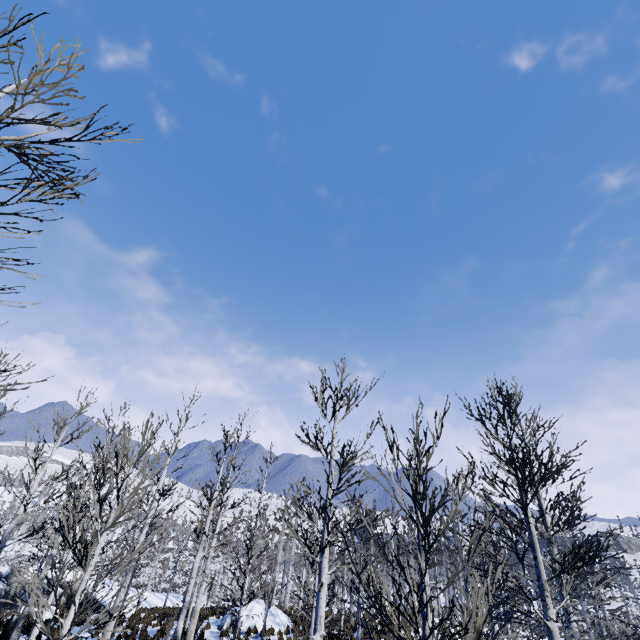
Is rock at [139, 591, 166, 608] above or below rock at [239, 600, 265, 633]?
below

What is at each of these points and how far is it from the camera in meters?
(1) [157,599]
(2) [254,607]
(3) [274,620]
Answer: (1) rock, 26.8 m
(2) rock, 18.5 m
(3) rock, 17.9 m

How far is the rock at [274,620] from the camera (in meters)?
17.52

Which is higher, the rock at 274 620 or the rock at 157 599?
the rock at 274 620

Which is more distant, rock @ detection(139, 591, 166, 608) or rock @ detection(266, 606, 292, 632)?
rock @ detection(139, 591, 166, 608)

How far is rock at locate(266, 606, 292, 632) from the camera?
17.5 meters

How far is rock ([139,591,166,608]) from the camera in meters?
24.3

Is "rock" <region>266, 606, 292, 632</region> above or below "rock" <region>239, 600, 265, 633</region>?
below
